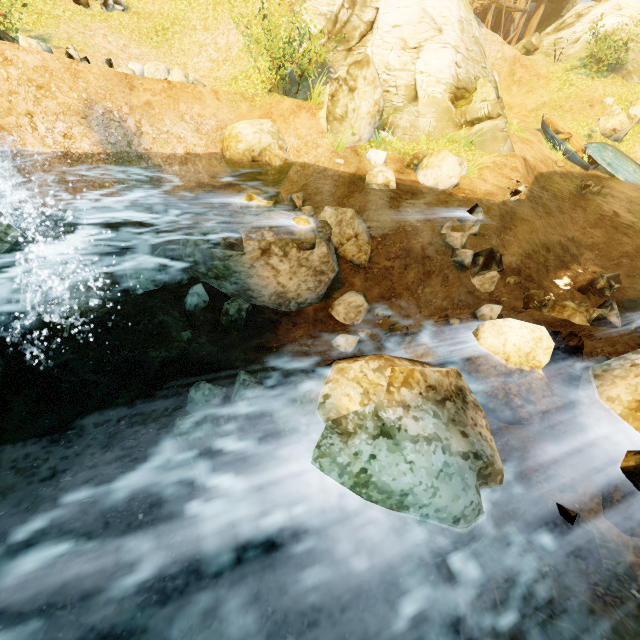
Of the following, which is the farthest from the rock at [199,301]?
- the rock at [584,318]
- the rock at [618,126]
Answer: the rock at [618,126]

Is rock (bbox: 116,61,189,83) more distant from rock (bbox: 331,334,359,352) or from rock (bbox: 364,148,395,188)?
rock (bbox: 331,334,359,352)

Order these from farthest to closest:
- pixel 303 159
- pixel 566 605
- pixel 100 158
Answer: → pixel 303 159 → pixel 100 158 → pixel 566 605

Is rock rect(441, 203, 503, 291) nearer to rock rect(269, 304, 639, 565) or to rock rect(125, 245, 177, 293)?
rock rect(125, 245, 177, 293)

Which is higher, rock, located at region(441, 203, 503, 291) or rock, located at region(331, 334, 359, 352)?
rock, located at region(441, 203, 503, 291)

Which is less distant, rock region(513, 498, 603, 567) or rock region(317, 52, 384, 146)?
rock region(513, 498, 603, 567)

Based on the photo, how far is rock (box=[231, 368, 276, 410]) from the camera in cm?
499

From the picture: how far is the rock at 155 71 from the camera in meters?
11.0
